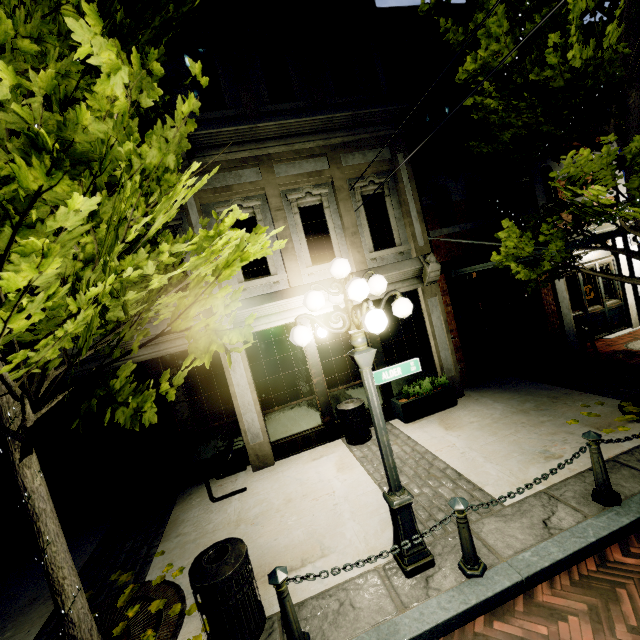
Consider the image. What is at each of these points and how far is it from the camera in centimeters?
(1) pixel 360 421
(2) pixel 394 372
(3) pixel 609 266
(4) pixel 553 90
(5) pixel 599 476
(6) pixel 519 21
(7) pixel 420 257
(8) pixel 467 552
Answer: (1) garbage can, 695cm
(2) sign, 379cm
(3) building, 1012cm
(4) tree, 472cm
(5) post, 394cm
(6) tree, 481cm
(7) building, 776cm
(8) post, 345cm

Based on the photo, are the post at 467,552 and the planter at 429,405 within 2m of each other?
no

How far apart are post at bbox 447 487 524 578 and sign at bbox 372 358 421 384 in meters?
1.4

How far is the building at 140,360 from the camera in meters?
6.8

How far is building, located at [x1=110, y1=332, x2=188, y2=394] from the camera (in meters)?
6.77

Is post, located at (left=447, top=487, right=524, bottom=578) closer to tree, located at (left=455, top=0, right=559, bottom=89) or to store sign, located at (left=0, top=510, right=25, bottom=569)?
tree, located at (left=455, top=0, right=559, bottom=89)

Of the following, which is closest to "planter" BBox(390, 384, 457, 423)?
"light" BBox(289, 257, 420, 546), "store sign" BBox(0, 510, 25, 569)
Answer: "light" BBox(289, 257, 420, 546)

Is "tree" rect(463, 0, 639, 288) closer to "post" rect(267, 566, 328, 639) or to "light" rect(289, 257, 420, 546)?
"light" rect(289, 257, 420, 546)
